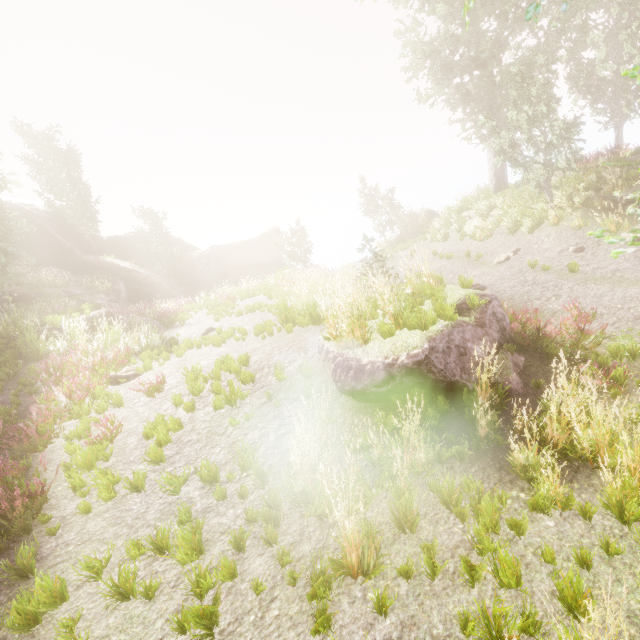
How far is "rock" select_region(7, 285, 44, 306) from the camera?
20.5m

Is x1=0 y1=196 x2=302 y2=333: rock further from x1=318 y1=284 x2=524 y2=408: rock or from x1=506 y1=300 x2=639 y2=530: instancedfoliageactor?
x1=318 y1=284 x2=524 y2=408: rock

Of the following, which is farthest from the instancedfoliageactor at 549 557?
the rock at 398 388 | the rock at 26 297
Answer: the rock at 398 388

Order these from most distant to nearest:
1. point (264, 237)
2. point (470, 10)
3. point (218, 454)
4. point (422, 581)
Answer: point (264, 237), point (470, 10), point (218, 454), point (422, 581)

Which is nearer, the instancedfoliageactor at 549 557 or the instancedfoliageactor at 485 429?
the instancedfoliageactor at 549 557

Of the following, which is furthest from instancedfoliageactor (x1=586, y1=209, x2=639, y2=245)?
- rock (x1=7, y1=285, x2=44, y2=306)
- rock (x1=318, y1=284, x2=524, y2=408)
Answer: rock (x1=318, y1=284, x2=524, y2=408)

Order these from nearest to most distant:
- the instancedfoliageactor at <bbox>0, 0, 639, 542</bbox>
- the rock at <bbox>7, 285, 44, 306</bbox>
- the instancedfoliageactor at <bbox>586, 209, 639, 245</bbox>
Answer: the instancedfoliageactor at <bbox>586, 209, 639, 245</bbox>
the instancedfoliageactor at <bbox>0, 0, 639, 542</bbox>
the rock at <bbox>7, 285, 44, 306</bbox>

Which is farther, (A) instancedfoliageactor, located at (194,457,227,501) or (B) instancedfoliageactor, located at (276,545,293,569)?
(A) instancedfoliageactor, located at (194,457,227,501)
